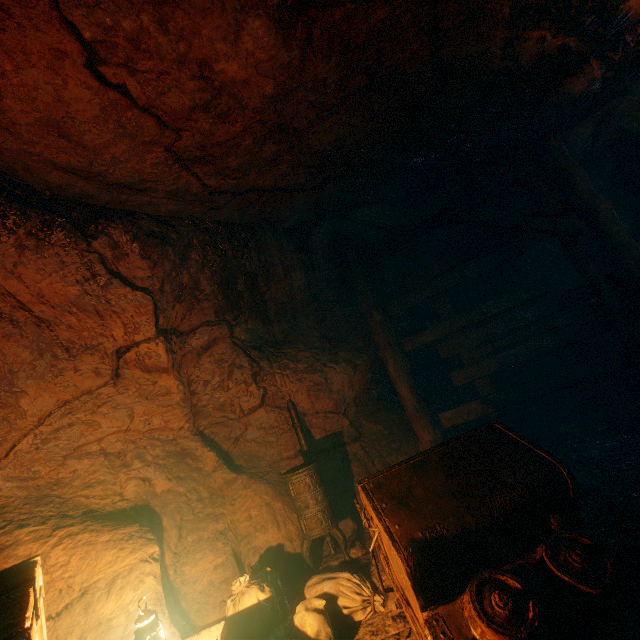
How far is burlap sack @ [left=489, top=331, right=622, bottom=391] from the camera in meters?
5.3

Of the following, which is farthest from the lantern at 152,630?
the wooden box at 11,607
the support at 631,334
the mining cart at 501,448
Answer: the support at 631,334

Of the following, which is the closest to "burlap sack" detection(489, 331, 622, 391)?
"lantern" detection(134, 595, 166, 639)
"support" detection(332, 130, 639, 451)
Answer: "support" detection(332, 130, 639, 451)

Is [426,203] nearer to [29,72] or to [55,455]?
[29,72]

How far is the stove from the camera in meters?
4.2 m

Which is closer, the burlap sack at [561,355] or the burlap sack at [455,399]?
the burlap sack at [561,355]

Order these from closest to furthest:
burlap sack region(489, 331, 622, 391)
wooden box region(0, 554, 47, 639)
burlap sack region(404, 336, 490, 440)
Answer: wooden box region(0, 554, 47, 639)
burlap sack region(489, 331, 622, 391)
burlap sack region(404, 336, 490, 440)

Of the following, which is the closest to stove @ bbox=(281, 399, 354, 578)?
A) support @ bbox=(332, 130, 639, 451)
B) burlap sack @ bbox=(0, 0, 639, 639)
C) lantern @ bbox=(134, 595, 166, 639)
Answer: burlap sack @ bbox=(0, 0, 639, 639)
